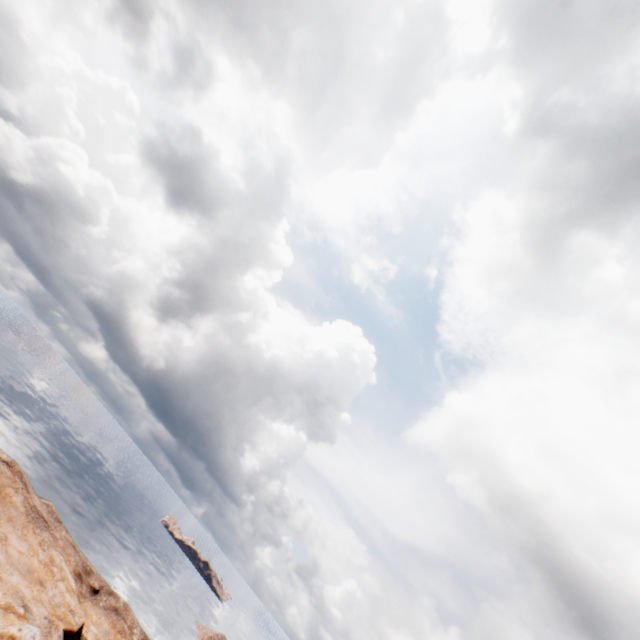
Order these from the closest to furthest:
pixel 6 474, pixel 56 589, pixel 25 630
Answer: pixel 25 630 < pixel 56 589 < pixel 6 474
